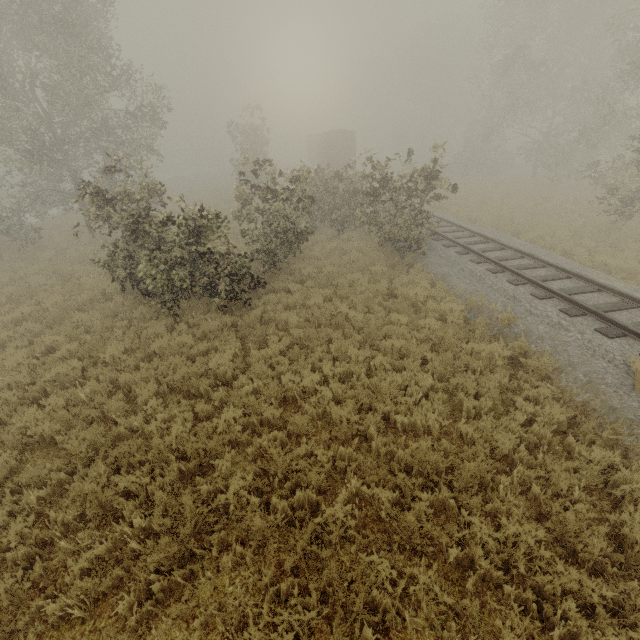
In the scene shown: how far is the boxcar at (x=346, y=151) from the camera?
34.2 meters

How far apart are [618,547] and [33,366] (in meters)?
12.43

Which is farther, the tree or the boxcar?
the boxcar

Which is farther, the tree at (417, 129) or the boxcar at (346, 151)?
the boxcar at (346, 151)

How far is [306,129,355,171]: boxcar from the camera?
34.2m
